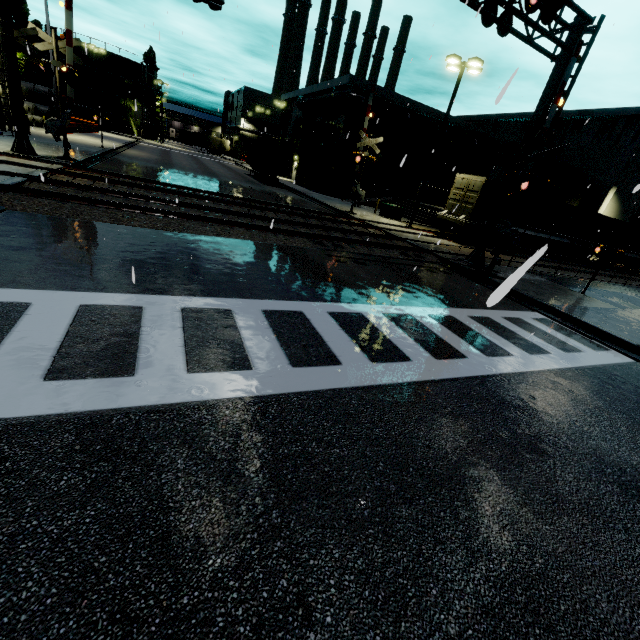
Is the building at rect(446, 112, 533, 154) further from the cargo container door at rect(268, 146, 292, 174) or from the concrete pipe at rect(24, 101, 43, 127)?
the cargo container door at rect(268, 146, 292, 174)

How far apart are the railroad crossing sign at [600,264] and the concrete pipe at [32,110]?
45.0m

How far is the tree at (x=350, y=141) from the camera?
31.4m

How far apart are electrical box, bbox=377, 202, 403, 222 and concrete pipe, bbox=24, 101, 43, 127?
33.6 meters

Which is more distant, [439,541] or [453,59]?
[453,59]

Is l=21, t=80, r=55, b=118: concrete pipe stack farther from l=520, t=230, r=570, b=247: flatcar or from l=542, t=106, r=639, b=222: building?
l=520, t=230, r=570, b=247: flatcar

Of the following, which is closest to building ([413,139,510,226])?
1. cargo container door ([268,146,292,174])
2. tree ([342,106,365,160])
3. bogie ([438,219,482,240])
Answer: tree ([342,106,365,160])

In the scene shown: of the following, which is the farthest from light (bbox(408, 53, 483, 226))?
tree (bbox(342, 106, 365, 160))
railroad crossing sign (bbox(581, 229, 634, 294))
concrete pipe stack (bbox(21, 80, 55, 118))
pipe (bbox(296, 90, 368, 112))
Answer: concrete pipe stack (bbox(21, 80, 55, 118))
